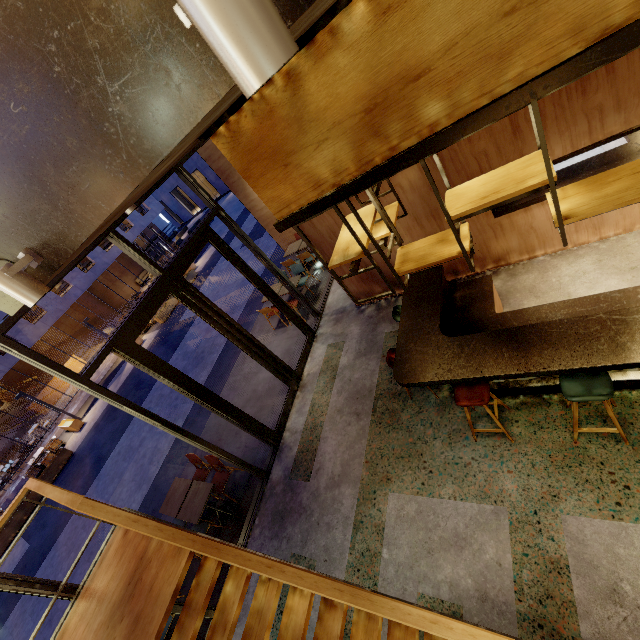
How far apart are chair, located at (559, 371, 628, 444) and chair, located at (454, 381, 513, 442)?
0.6m

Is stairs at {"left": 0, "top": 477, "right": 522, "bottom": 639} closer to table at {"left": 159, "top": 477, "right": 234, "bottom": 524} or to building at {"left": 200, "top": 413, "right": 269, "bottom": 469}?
building at {"left": 200, "top": 413, "right": 269, "bottom": 469}

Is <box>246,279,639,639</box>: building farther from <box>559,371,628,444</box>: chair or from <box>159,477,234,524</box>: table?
<box>159,477,234,524</box>: table

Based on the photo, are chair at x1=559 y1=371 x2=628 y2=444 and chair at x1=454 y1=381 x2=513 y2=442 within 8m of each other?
yes

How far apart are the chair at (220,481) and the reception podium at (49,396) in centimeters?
2119cm

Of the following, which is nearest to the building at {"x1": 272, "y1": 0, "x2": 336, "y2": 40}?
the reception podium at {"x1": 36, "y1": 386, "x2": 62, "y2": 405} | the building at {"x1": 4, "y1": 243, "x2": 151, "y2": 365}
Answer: the building at {"x1": 4, "y1": 243, "x2": 151, "y2": 365}

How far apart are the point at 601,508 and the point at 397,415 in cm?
259

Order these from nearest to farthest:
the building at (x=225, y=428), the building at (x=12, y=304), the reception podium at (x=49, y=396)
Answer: the building at (x=12, y=304)
the building at (x=225, y=428)
the reception podium at (x=49, y=396)
